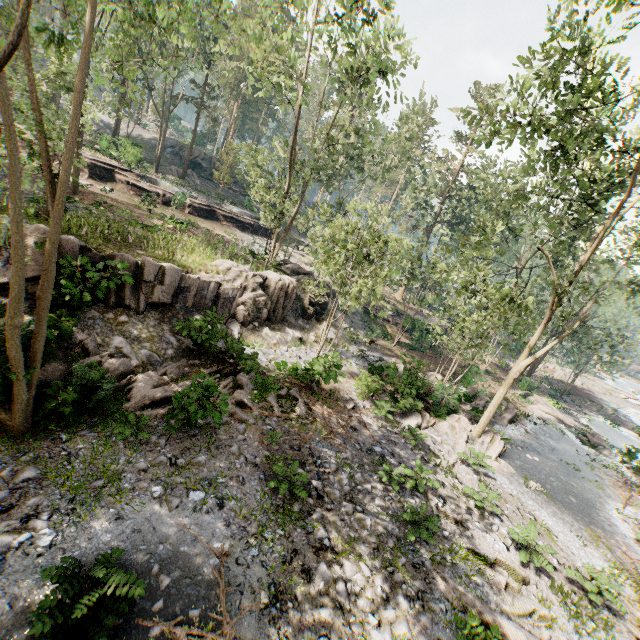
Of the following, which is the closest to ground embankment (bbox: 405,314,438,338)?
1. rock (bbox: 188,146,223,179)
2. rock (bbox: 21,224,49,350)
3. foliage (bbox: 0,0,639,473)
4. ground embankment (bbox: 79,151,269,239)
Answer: foliage (bbox: 0,0,639,473)

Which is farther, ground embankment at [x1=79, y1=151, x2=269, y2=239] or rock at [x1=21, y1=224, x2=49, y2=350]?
ground embankment at [x1=79, y1=151, x2=269, y2=239]

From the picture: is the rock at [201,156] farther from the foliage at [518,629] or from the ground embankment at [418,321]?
the ground embankment at [418,321]

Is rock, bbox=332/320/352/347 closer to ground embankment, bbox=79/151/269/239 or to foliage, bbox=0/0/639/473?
foliage, bbox=0/0/639/473

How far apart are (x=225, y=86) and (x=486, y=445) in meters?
59.7 m

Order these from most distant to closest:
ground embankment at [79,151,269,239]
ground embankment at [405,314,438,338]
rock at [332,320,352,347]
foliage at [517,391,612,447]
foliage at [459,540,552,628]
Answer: ground embankment at [405,314,438,338] < ground embankment at [79,151,269,239] < foliage at [517,391,612,447] < rock at [332,320,352,347] < foliage at [459,540,552,628]

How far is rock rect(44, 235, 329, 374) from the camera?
11.2 meters

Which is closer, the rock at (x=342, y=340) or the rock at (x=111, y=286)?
the rock at (x=111, y=286)
